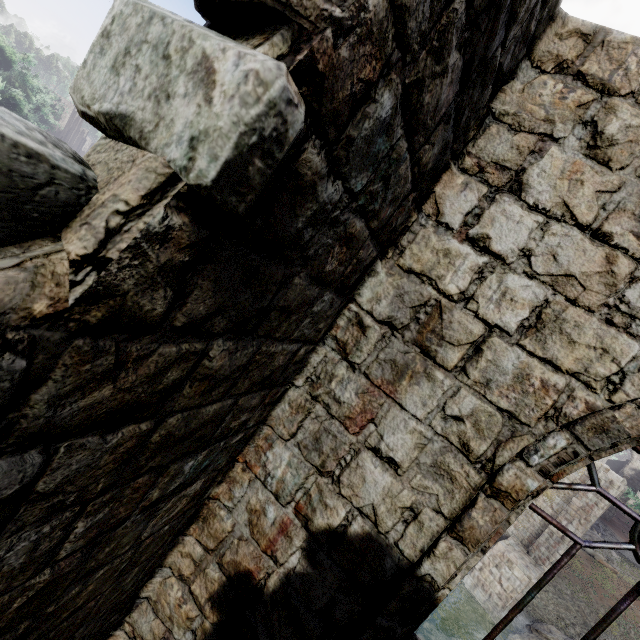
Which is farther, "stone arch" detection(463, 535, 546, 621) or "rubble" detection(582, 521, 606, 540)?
"rubble" detection(582, 521, 606, 540)

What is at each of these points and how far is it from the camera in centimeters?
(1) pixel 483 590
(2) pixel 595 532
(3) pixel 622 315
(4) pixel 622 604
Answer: (1) stone arch, 1798cm
(2) rubble, 3297cm
(3) building, 197cm
(4) building, 202cm

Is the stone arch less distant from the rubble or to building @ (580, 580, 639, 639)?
building @ (580, 580, 639, 639)

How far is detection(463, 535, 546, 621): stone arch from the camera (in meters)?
17.17

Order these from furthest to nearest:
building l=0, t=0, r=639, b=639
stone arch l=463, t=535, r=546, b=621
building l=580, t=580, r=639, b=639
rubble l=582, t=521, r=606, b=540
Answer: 1. rubble l=582, t=521, r=606, b=540
2. stone arch l=463, t=535, r=546, b=621
3. building l=580, t=580, r=639, b=639
4. building l=0, t=0, r=639, b=639

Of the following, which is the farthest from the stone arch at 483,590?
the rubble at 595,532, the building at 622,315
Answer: the rubble at 595,532

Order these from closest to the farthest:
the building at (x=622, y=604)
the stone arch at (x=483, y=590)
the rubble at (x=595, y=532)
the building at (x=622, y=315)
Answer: the building at (x=622, y=315), the building at (x=622, y=604), the stone arch at (x=483, y=590), the rubble at (x=595, y=532)
